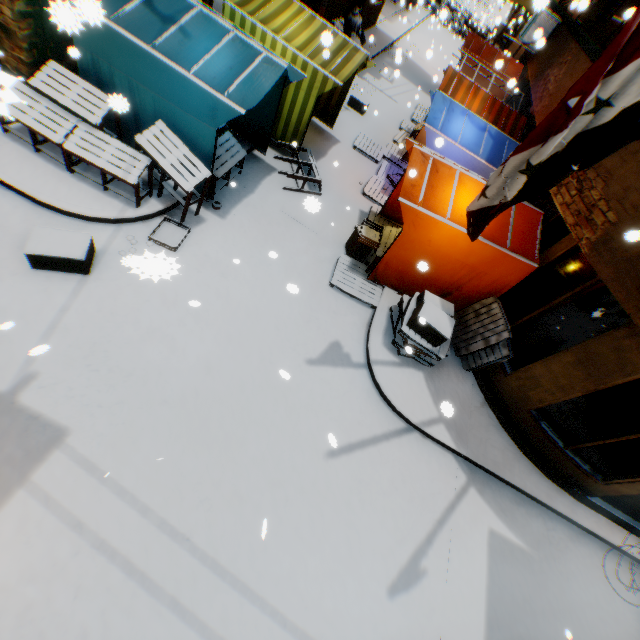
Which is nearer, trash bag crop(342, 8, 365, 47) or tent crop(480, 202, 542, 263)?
tent crop(480, 202, 542, 263)

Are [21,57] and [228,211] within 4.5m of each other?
yes

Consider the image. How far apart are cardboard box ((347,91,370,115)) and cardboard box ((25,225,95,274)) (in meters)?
10.87

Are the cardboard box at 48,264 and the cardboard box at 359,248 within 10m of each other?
yes

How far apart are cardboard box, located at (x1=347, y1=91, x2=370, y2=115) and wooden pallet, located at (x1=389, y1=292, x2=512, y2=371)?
9.01m

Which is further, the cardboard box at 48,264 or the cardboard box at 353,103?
the cardboard box at 353,103

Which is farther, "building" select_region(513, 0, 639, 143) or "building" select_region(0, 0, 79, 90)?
"building" select_region(513, 0, 639, 143)

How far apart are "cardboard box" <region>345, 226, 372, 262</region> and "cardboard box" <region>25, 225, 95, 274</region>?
5.1m
